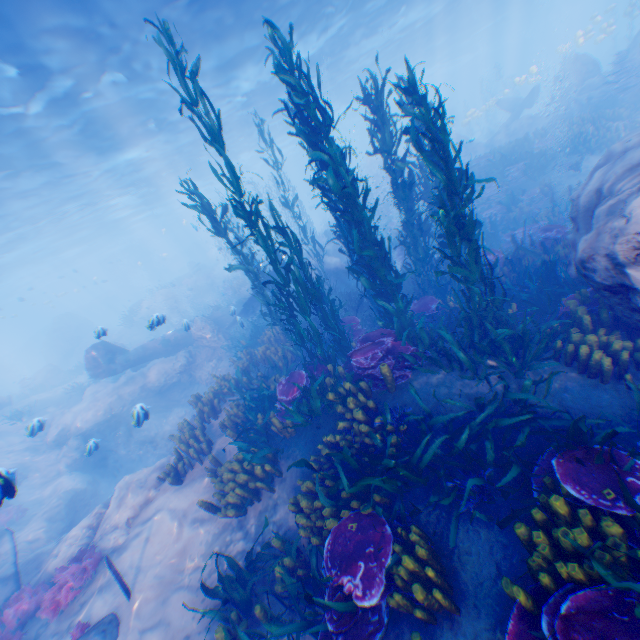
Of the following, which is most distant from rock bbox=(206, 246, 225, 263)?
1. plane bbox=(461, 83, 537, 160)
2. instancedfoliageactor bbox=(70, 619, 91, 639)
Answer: instancedfoliageactor bbox=(70, 619, 91, 639)

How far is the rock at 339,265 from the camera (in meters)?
16.64

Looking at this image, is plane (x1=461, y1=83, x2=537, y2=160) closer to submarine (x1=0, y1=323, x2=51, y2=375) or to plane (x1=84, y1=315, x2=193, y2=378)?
submarine (x1=0, y1=323, x2=51, y2=375)

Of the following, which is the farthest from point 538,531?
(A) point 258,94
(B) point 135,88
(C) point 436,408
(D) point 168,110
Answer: (A) point 258,94

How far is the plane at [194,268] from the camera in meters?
39.1 m

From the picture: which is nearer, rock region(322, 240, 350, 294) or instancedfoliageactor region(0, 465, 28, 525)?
instancedfoliageactor region(0, 465, 28, 525)

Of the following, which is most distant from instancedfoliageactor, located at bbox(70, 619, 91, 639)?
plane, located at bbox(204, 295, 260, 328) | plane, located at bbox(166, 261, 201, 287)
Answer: plane, located at bbox(166, 261, 201, 287)

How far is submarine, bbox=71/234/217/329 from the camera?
52.2m
